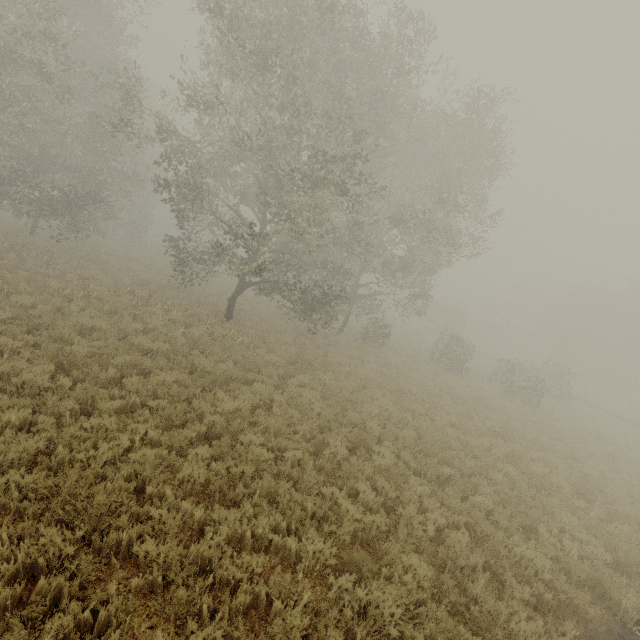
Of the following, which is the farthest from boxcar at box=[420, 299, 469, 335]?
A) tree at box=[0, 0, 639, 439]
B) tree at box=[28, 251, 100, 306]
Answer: tree at box=[28, 251, 100, 306]

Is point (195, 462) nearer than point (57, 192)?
Yes

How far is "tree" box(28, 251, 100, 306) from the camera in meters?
12.8

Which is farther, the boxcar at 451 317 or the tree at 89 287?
the boxcar at 451 317

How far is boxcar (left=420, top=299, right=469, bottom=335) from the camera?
49.94m

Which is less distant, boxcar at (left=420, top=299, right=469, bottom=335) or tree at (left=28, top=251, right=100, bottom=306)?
tree at (left=28, top=251, right=100, bottom=306)

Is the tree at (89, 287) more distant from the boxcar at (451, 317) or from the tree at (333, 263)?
the boxcar at (451, 317)
